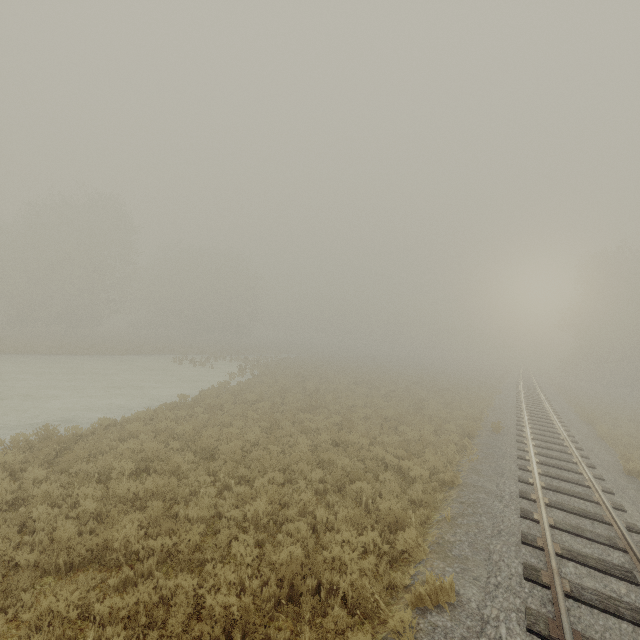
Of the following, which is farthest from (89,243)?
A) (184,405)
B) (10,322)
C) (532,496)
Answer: (532,496)
